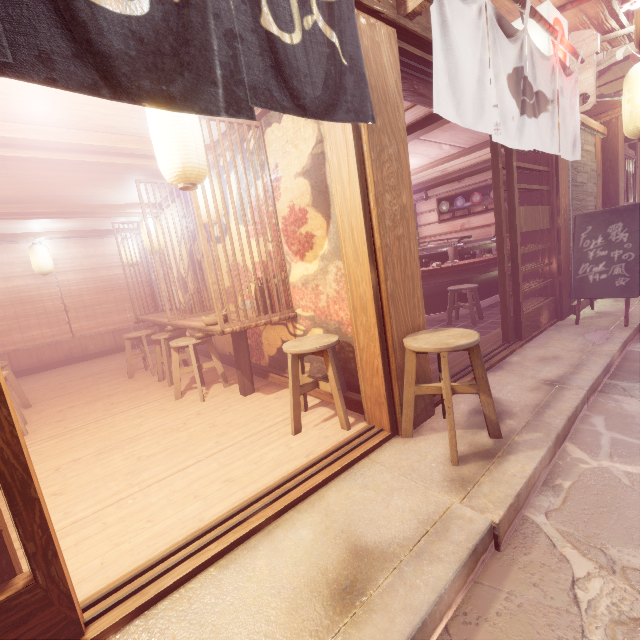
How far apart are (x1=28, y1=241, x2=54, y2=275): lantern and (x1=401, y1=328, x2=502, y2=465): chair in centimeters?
1413cm

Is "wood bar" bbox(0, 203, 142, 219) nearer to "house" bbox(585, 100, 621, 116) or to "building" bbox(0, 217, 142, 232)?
"building" bbox(0, 217, 142, 232)

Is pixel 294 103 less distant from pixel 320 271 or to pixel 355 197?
pixel 355 197

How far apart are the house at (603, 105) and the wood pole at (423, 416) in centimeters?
1205cm

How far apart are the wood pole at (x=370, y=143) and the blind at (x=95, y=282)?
14.3m

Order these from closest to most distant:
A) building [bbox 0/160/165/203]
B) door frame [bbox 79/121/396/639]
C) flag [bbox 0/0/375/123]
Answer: flag [bbox 0/0/375/123], door frame [bbox 79/121/396/639], building [bbox 0/160/165/203]

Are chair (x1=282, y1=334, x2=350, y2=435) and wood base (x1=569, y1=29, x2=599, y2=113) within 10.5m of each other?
yes

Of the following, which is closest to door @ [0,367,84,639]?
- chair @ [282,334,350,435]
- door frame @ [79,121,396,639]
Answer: door frame @ [79,121,396,639]
